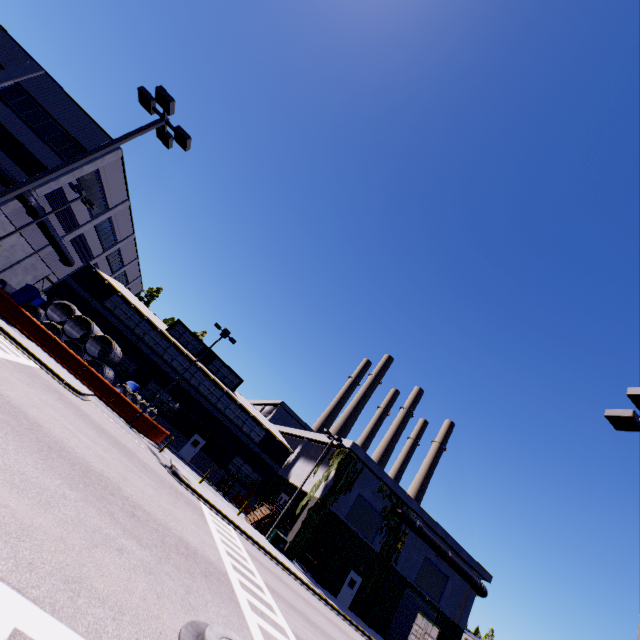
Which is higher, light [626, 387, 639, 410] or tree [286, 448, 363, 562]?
light [626, 387, 639, 410]

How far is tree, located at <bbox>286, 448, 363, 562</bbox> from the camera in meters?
26.6 m

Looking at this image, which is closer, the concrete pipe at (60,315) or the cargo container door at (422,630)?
the cargo container door at (422,630)

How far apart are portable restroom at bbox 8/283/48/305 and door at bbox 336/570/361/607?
36.0m

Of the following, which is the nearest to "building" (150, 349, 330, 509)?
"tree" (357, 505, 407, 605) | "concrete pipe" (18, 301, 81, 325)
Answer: "tree" (357, 505, 407, 605)

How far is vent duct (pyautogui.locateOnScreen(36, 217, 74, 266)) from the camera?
25.7 meters

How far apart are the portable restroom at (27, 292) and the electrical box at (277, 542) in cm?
2725

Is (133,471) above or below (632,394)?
below
